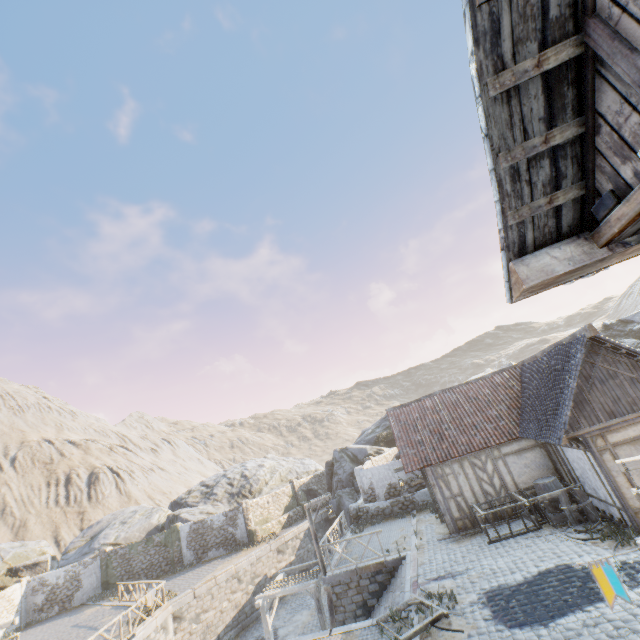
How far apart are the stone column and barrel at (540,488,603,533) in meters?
22.2

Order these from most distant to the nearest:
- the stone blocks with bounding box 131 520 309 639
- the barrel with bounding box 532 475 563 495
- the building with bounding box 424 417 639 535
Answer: the stone blocks with bounding box 131 520 309 639
the barrel with bounding box 532 475 563 495
the building with bounding box 424 417 639 535

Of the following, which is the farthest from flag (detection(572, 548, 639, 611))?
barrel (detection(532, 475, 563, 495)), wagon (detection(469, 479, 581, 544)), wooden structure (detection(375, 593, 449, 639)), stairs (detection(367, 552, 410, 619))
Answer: barrel (detection(532, 475, 563, 495))

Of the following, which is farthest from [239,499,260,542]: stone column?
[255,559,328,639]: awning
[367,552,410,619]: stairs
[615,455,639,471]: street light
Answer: [615,455,639,471]: street light

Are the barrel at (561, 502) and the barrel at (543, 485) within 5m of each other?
yes

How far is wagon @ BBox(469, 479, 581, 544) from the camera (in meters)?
11.95

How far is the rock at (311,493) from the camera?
32.16m

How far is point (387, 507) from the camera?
20.5m
